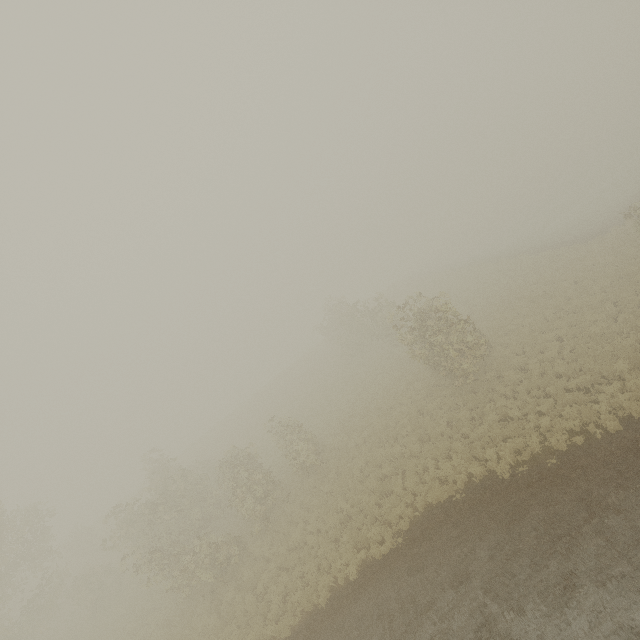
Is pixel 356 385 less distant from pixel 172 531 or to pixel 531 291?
pixel 531 291
